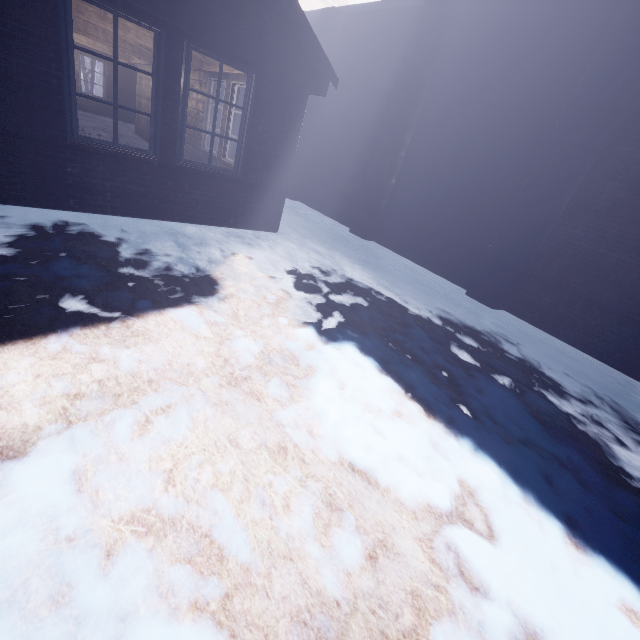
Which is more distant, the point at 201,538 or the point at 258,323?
the point at 258,323
